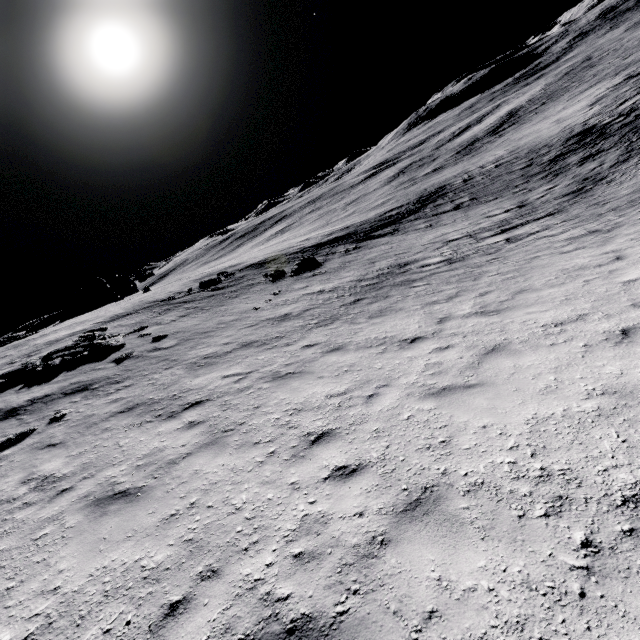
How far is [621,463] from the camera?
3.4 meters
